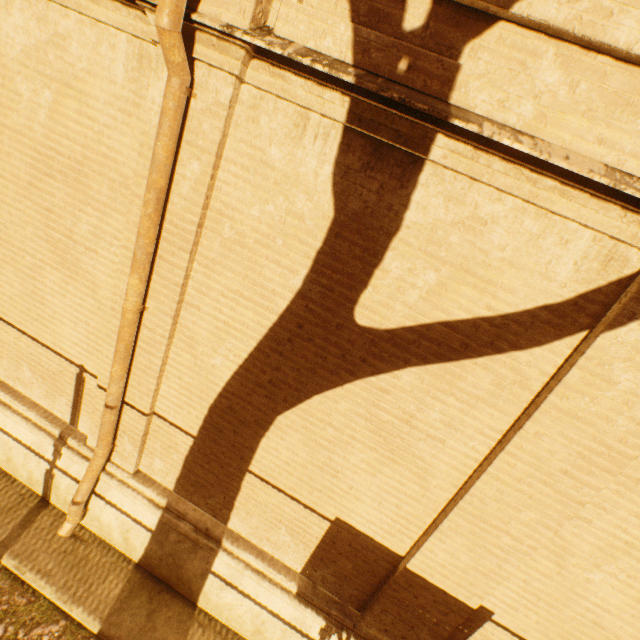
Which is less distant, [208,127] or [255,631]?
[208,127]
